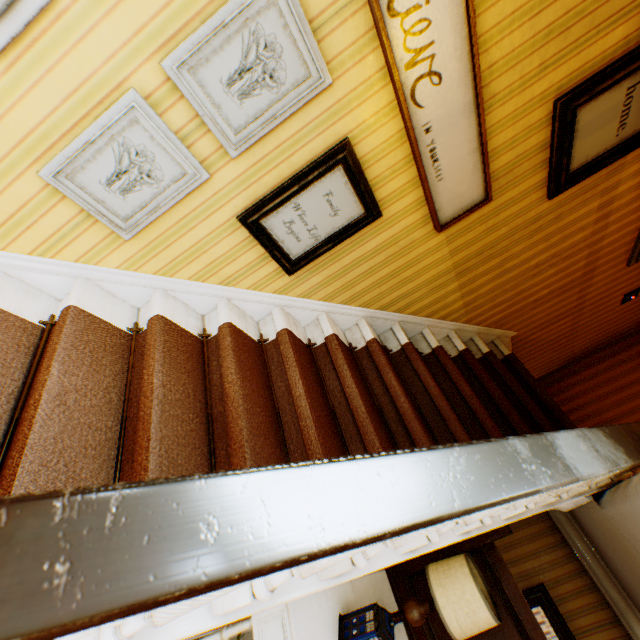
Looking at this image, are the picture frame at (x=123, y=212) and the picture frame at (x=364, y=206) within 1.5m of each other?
yes

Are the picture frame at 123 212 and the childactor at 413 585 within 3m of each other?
no

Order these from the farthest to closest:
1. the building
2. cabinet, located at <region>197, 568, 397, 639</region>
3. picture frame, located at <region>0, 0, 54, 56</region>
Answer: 1. cabinet, located at <region>197, 568, 397, 639</region>
2. picture frame, located at <region>0, 0, 54, 56</region>
3. the building

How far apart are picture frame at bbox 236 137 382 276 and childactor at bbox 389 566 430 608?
3.3 meters

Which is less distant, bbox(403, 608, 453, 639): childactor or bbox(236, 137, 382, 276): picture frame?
bbox(236, 137, 382, 276): picture frame

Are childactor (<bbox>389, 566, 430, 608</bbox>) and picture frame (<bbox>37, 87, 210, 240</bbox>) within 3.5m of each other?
no

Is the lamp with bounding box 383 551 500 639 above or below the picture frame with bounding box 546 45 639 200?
below

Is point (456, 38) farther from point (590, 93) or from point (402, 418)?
point (402, 418)
